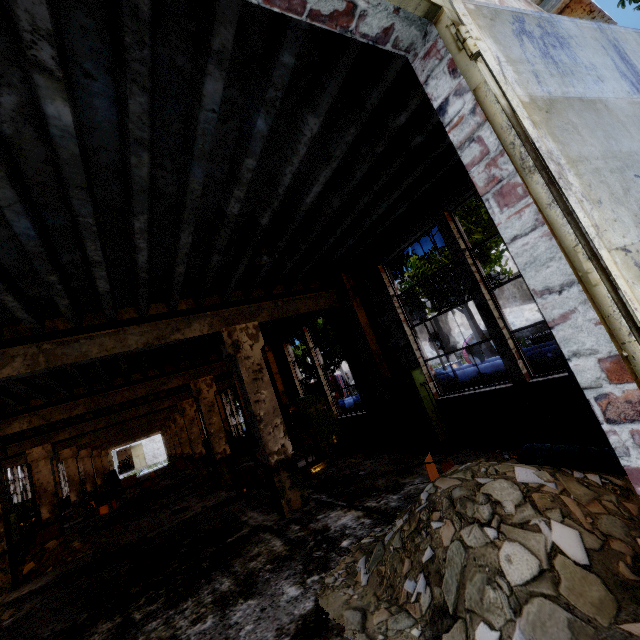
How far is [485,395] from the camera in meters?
5.7 m

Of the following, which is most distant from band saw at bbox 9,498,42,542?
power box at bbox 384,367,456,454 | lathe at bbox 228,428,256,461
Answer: power box at bbox 384,367,456,454

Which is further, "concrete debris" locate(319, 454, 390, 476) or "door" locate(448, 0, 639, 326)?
"concrete debris" locate(319, 454, 390, 476)

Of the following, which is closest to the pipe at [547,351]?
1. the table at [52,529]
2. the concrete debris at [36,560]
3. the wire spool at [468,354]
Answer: the wire spool at [468,354]

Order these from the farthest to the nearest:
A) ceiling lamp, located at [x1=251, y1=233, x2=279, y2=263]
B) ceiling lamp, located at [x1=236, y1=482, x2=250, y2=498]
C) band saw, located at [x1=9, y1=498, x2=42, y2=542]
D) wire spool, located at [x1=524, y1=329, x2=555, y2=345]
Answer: wire spool, located at [x1=524, y1=329, x2=555, y2=345] < band saw, located at [x1=9, y1=498, x2=42, y2=542] < ceiling lamp, located at [x1=236, y1=482, x2=250, y2=498] < ceiling lamp, located at [x1=251, y1=233, x2=279, y2=263]

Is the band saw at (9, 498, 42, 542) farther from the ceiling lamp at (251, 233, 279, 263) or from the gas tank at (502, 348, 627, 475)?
the gas tank at (502, 348, 627, 475)

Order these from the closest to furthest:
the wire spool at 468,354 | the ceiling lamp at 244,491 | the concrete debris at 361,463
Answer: the concrete debris at 361,463
the ceiling lamp at 244,491
the wire spool at 468,354

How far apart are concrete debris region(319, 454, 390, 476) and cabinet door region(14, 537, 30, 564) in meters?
8.6
